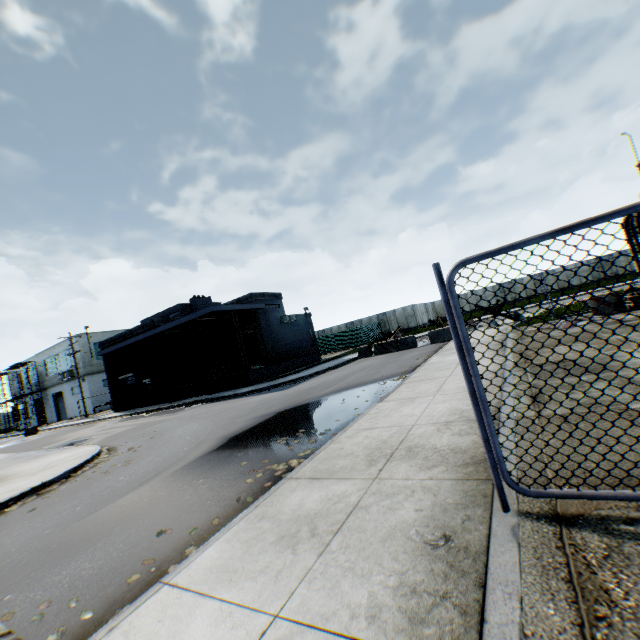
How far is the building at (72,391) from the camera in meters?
40.7

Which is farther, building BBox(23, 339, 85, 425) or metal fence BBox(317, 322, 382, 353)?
building BBox(23, 339, 85, 425)

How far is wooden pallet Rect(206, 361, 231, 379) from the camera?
24.3 meters

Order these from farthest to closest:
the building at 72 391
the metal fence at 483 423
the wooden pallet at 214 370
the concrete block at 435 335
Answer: the building at 72 391, the wooden pallet at 214 370, the concrete block at 435 335, the metal fence at 483 423

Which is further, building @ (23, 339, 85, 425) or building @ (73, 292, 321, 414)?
building @ (23, 339, 85, 425)

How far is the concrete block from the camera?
20.3 meters

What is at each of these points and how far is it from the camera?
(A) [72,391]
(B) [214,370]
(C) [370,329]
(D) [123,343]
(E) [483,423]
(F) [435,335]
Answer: (A) building, 41.1 meters
(B) wooden pallet, 24.4 meters
(C) metal fence, 39.9 meters
(D) building, 27.3 meters
(E) metal fence, 2.8 meters
(F) concrete block, 20.6 meters

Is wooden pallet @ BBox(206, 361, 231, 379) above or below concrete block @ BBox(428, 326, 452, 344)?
above
